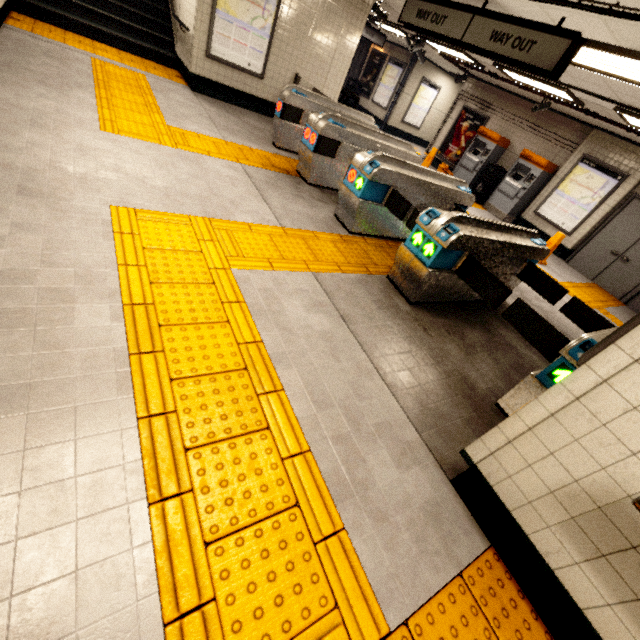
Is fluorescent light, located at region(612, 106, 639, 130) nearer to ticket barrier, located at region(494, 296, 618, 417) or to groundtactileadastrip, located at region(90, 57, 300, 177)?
groundtactileadastrip, located at region(90, 57, 300, 177)

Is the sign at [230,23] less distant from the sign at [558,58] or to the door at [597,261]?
the sign at [558,58]

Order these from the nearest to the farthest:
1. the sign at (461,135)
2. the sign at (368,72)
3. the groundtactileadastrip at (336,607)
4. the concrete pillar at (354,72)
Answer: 1. the groundtactileadastrip at (336,607)
2. the sign at (461,135)
3. the sign at (368,72)
4. the concrete pillar at (354,72)

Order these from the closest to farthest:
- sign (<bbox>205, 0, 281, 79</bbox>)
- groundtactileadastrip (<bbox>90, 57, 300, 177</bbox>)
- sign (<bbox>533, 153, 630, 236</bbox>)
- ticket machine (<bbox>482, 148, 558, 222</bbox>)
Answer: groundtactileadastrip (<bbox>90, 57, 300, 177</bbox>)
sign (<bbox>205, 0, 281, 79</bbox>)
sign (<bbox>533, 153, 630, 236</bbox>)
ticket machine (<bbox>482, 148, 558, 222</bbox>)

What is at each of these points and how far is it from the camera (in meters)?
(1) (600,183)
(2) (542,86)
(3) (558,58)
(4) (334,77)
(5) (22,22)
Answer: (1) sign, 8.41
(2) fluorescent light, 7.04
(3) sign, 3.53
(4) building, 7.96
(5) groundtactileadastrip, 5.88

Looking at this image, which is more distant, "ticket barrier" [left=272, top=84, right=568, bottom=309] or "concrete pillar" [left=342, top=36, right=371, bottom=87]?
"concrete pillar" [left=342, top=36, right=371, bottom=87]

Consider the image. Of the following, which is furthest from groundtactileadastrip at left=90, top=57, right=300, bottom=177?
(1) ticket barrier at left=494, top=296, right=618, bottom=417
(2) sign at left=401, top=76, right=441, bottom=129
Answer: (2) sign at left=401, top=76, right=441, bottom=129

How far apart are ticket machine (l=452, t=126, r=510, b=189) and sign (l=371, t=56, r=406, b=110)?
5.5 meters
